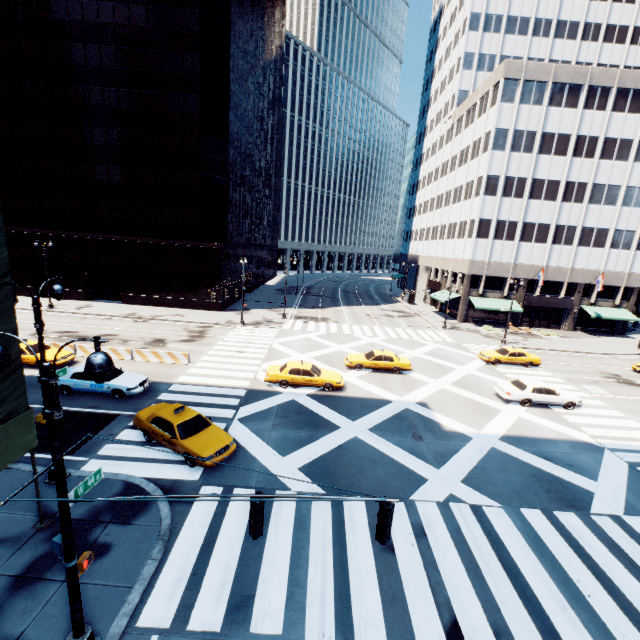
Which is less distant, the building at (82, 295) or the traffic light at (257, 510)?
the traffic light at (257, 510)

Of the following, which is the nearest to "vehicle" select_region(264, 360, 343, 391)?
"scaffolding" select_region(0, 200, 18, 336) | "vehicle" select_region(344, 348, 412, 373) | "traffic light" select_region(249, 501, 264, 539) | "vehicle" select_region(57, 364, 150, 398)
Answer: "vehicle" select_region(344, 348, 412, 373)

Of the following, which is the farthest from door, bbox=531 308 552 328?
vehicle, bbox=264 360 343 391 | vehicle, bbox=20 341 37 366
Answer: vehicle, bbox=20 341 37 366

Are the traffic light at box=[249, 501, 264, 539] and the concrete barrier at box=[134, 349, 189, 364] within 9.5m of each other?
no

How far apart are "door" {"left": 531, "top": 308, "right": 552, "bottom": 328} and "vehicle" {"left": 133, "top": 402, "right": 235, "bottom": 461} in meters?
47.8 m

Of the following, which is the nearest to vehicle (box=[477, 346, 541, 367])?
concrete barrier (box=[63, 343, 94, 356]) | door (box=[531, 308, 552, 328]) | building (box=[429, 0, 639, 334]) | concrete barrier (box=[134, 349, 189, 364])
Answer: building (box=[429, 0, 639, 334])

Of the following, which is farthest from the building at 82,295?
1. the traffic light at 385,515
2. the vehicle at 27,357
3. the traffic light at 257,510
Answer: the traffic light at 385,515

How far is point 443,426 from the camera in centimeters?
1812cm
